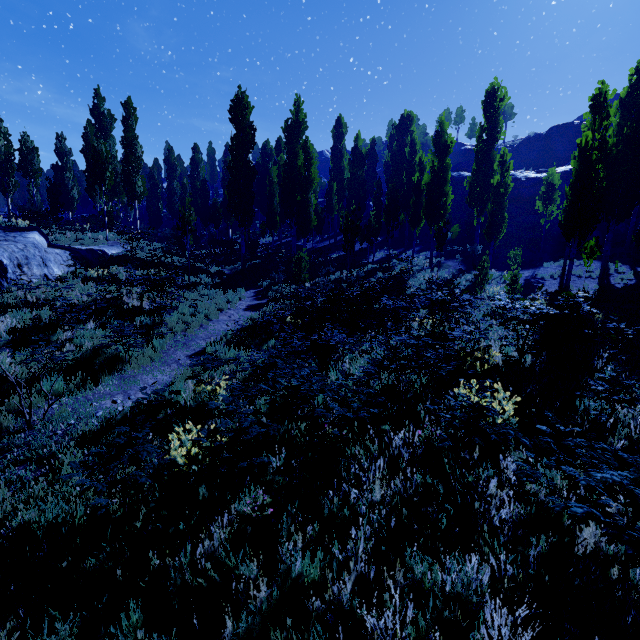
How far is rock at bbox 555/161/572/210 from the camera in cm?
3105

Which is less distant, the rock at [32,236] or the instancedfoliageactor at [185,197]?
the instancedfoliageactor at [185,197]

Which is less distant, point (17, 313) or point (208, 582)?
point (208, 582)

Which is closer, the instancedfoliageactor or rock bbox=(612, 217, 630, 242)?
the instancedfoliageactor

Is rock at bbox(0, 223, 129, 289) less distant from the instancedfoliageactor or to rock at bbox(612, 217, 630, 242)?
the instancedfoliageactor

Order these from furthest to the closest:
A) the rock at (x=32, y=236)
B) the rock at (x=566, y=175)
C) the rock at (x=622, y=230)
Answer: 1. the rock at (x=566, y=175)
2. the rock at (x=622, y=230)
3. the rock at (x=32, y=236)

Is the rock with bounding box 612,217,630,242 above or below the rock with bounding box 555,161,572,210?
below
